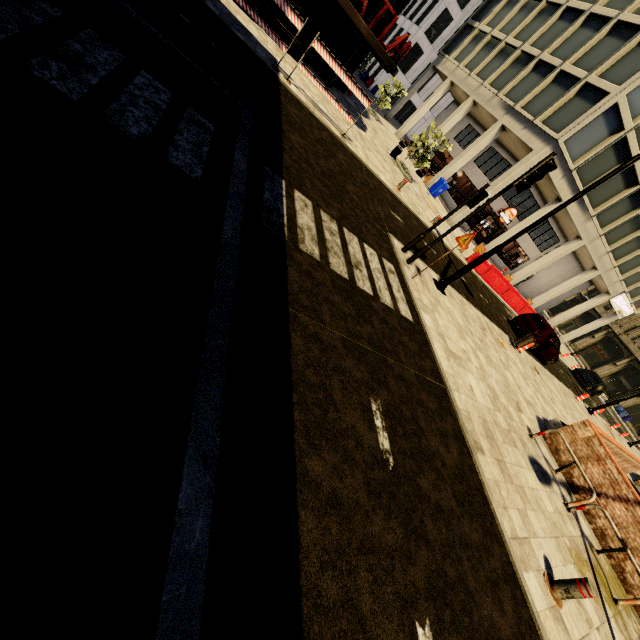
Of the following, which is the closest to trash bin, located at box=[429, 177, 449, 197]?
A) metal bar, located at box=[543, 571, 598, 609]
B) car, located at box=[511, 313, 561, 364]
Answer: car, located at box=[511, 313, 561, 364]

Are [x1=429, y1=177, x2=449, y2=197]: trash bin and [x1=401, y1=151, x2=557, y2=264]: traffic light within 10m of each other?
no

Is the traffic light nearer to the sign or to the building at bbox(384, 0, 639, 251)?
the building at bbox(384, 0, 639, 251)

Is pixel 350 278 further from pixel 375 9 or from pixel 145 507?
pixel 375 9

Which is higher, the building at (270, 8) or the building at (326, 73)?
the building at (270, 8)

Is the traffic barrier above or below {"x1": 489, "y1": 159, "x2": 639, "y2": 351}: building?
below

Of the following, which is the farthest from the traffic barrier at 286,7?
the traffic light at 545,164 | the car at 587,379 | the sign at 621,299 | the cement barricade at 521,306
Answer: the sign at 621,299

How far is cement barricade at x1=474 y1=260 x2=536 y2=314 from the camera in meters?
18.9
